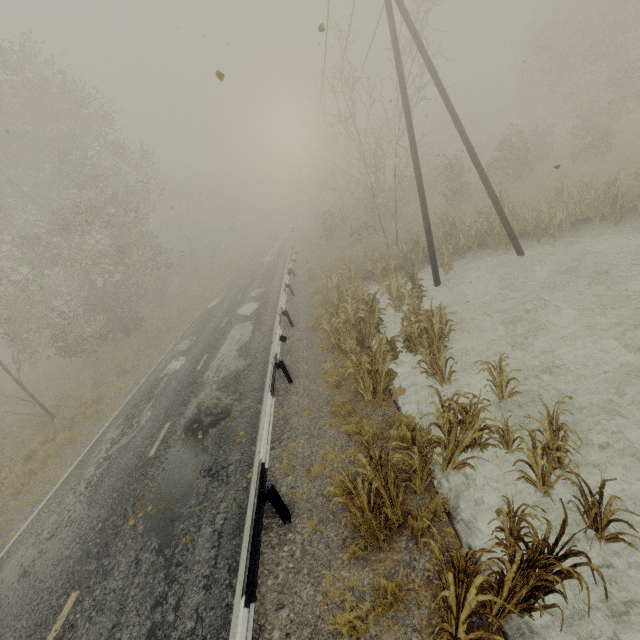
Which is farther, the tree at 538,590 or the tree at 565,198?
A: the tree at 565,198

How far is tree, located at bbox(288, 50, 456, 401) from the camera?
8.85m

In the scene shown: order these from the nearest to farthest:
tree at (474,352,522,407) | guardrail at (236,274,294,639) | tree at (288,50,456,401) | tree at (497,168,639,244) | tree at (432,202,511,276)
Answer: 1. guardrail at (236,274,294,639)
2. tree at (474,352,522,407)
3. tree at (288,50,456,401)
4. tree at (497,168,639,244)
5. tree at (432,202,511,276)

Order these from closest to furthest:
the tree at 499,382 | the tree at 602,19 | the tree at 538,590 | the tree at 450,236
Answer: the tree at 538,590 < the tree at 499,382 < the tree at 450,236 < the tree at 602,19

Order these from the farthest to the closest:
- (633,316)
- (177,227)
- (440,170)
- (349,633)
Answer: (177,227)
(440,170)
(633,316)
(349,633)

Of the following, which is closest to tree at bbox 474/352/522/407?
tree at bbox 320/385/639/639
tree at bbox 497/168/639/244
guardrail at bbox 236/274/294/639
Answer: tree at bbox 320/385/639/639

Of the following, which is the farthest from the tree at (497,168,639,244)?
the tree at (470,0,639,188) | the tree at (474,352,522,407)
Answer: the tree at (474,352,522,407)

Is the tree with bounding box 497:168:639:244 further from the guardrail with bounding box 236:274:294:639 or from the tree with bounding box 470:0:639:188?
the guardrail with bounding box 236:274:294:639
